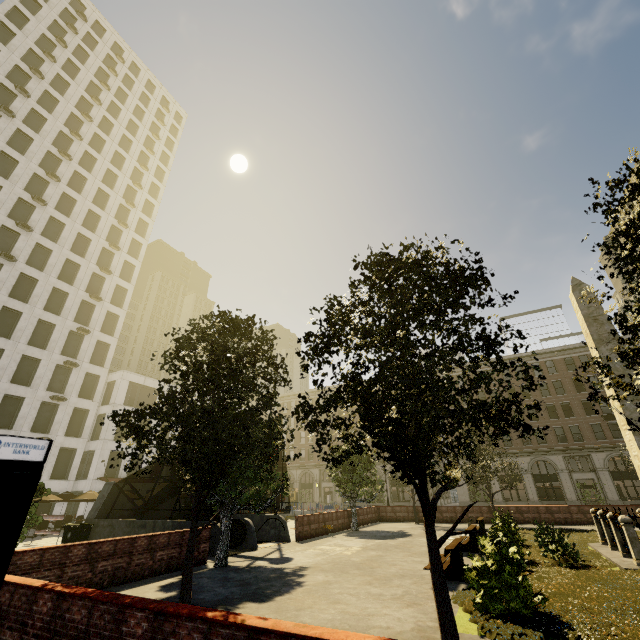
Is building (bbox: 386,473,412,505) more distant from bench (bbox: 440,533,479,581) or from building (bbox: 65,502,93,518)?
bench (bbox: 440,533,479,581)

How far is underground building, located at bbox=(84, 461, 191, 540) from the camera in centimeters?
1633cm

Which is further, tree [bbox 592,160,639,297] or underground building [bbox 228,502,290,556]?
underground building [bbox 228,502,290,556]

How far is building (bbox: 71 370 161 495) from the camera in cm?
3453

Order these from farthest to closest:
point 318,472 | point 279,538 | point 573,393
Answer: point 318,472
point 573,393
point 279,538

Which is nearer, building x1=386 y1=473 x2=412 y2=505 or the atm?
the atm

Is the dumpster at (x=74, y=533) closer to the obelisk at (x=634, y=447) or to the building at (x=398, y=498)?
the obelisk at (x=634, y=447)

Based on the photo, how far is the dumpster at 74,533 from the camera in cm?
1694
